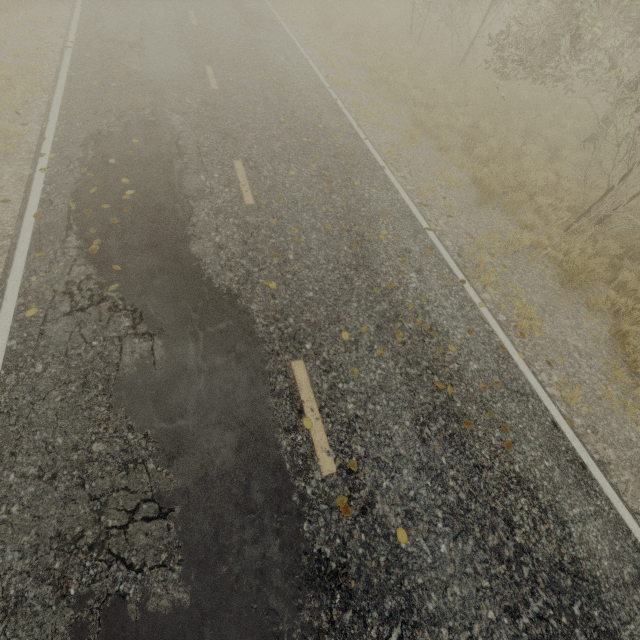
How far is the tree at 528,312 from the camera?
5.8 meters

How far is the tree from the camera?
5.8 meters

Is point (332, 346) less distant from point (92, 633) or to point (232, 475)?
point (232, 475)
